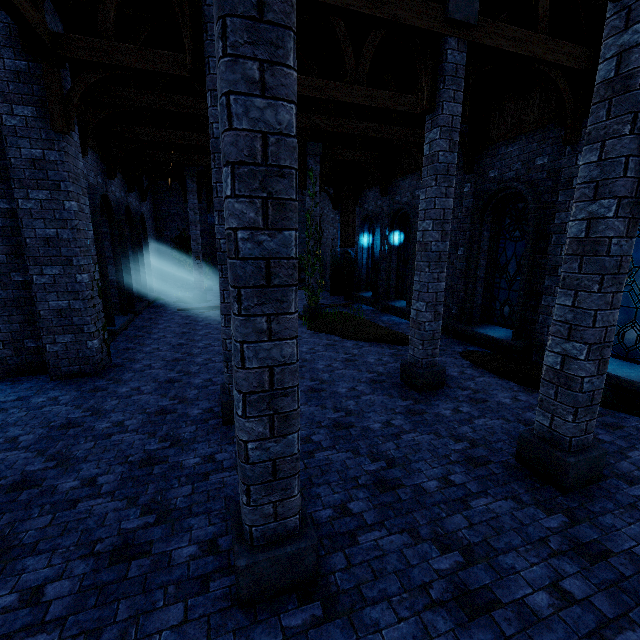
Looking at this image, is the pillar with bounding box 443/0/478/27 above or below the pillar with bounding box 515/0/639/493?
above

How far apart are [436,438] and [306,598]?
3.2 meters

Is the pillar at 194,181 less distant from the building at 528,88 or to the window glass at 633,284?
the building at 528,88

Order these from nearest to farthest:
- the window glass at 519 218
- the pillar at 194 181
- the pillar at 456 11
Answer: the pillar at 456 11 < the window glass at 519 218 < the pillar at 194 181

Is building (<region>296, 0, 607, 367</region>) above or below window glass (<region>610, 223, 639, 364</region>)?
above

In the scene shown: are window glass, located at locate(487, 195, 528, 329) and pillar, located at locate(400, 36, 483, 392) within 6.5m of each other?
yes

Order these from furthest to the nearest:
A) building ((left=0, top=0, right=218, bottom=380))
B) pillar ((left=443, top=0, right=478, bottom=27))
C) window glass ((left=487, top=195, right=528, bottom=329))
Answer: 1. window glass ((left=487, top=195, right=528, bottom=329))
2. building ((left=0, top=0, right=218, bottom=380))
3. pillar ((left=443, top=0, right=478, bottom=27))

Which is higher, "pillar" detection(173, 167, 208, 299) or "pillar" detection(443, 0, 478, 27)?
"pillar" detection(443, 0, 478, 27)
